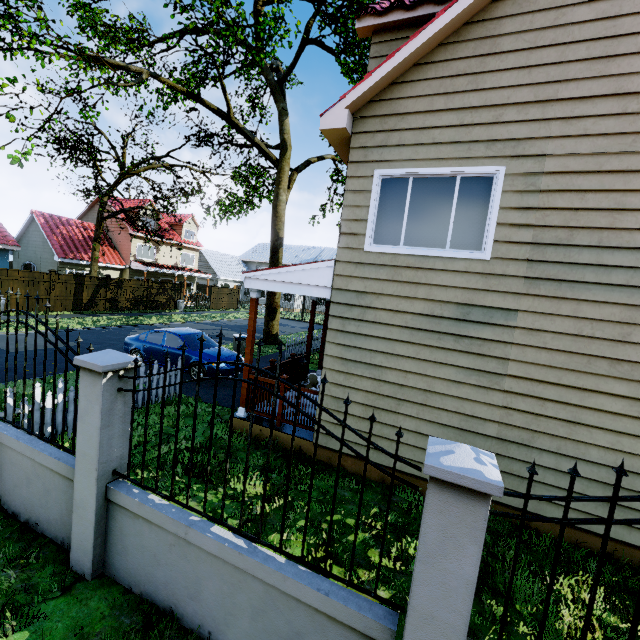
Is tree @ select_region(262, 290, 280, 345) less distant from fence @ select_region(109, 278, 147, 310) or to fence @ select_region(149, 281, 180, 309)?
fence @ select_region(109, 278, 147, 310)

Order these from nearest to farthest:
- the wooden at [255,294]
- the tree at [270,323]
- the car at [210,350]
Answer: the wooden at [255,294] < the car at [210,350] < the tree at [270,323]

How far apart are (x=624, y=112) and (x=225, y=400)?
9.53m

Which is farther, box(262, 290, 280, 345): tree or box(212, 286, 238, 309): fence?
box(212, 286, 238, 309): fence

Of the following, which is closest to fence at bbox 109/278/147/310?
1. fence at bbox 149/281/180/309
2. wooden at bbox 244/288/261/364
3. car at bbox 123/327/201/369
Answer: fence at bbox 149/281/180/309

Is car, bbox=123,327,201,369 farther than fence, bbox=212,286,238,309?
No

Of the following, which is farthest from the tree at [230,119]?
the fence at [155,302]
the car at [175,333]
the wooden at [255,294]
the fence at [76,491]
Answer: the wooden at [255,294]

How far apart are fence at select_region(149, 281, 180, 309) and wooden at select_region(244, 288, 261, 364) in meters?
22.5 m
